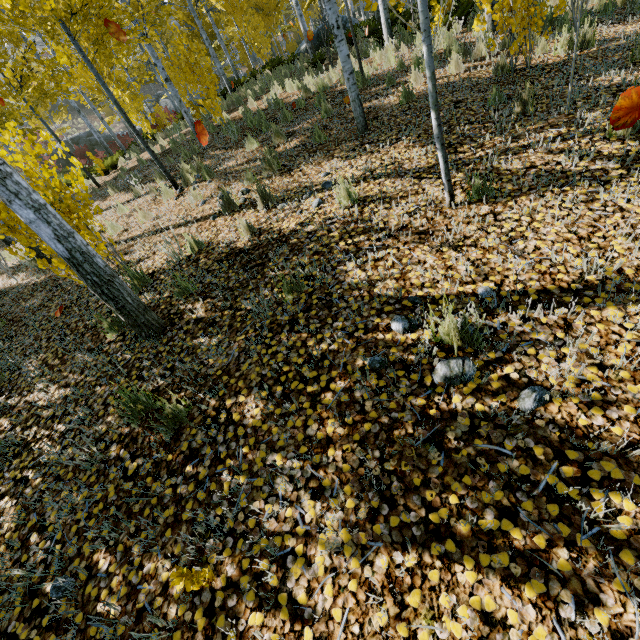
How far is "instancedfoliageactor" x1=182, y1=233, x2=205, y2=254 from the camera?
4.7m

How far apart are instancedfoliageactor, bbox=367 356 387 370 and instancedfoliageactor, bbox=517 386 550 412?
0.9m

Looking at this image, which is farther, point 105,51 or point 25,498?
point 105,51

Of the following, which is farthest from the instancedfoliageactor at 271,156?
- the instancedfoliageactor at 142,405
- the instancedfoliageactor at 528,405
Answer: the instancedfoliageactor at 528,405

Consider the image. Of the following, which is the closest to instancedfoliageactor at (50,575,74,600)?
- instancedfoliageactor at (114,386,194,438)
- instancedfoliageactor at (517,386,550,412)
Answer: instancedfoliageactor at (114,386,194,438)

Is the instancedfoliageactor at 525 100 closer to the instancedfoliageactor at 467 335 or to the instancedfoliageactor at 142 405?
the instancedfoliageactor at 142 405

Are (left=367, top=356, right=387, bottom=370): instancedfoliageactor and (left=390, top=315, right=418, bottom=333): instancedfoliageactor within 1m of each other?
yes
